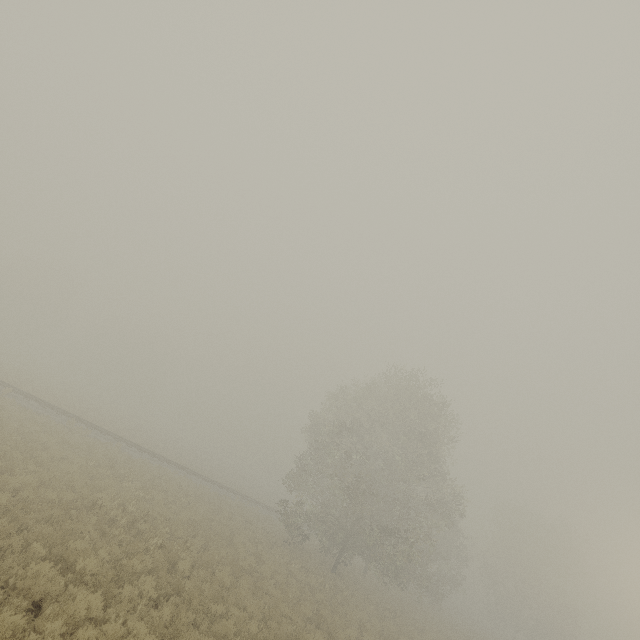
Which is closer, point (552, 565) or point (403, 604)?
point (403, 604)
